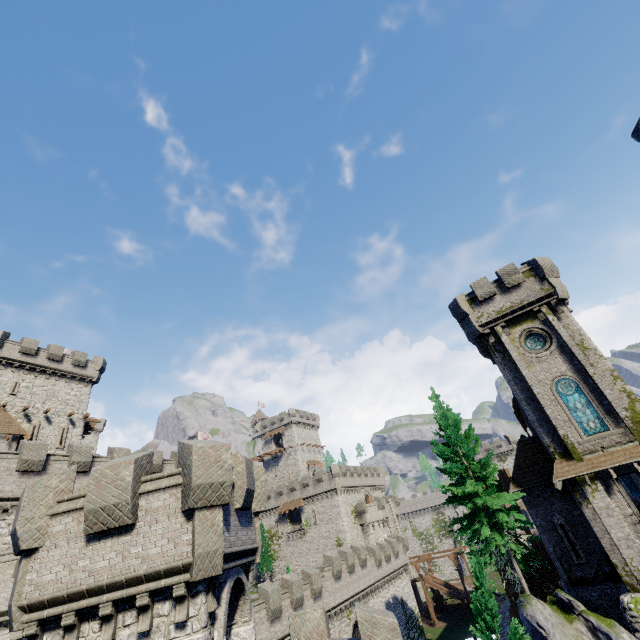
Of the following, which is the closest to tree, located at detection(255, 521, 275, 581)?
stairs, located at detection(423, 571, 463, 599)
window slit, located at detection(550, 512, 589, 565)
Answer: stairs, located at detection(423, 571, 463, 599)

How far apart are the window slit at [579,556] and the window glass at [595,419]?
5.9 meters

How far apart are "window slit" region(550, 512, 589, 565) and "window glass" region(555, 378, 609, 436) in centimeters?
587cm

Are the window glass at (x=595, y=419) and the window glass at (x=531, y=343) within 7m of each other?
yes

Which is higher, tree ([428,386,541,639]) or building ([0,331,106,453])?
building ([0,331,106,453])

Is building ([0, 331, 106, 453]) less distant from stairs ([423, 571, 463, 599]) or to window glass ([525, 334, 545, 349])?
window glass ([525, 334, 545, 349])

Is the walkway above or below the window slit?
below

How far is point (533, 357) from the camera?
23.1m
